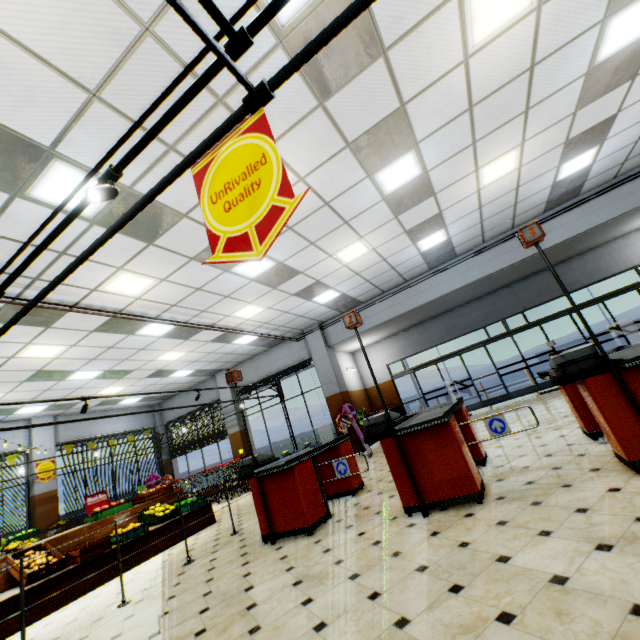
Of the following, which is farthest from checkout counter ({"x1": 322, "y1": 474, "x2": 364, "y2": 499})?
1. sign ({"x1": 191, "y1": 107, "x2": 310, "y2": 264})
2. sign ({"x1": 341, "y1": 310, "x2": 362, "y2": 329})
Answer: sign ({"x1": 191, "y1": 107, "x2": 310, "y2": 264})

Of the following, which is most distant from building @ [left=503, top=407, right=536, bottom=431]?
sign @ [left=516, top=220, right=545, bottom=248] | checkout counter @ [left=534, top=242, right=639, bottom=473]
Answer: sign @ [left=516, top=220, right=545, bottom=248]

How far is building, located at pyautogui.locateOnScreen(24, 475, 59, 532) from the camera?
11.2m

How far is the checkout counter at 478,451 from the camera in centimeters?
473cm

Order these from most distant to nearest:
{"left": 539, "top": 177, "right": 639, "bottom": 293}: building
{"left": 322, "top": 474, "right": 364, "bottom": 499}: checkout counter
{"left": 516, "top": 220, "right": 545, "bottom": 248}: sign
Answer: {"left": 539, "top": 177, "right": 639, "bottom": 293}: building < {"left": 322, "top": 474, "right": 364, "bottom": 499}: checkout counter < {"left": 516, "top": 220, "right": 545, "bottom": 248}: sign

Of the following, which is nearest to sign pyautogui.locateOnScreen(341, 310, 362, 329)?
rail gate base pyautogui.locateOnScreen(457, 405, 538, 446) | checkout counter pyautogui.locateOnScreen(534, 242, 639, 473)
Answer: checkout counter pyautogui.locateOnScreen(534, 242, 639, 473)

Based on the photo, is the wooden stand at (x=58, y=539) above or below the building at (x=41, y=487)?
below

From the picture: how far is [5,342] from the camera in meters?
6.9 m
